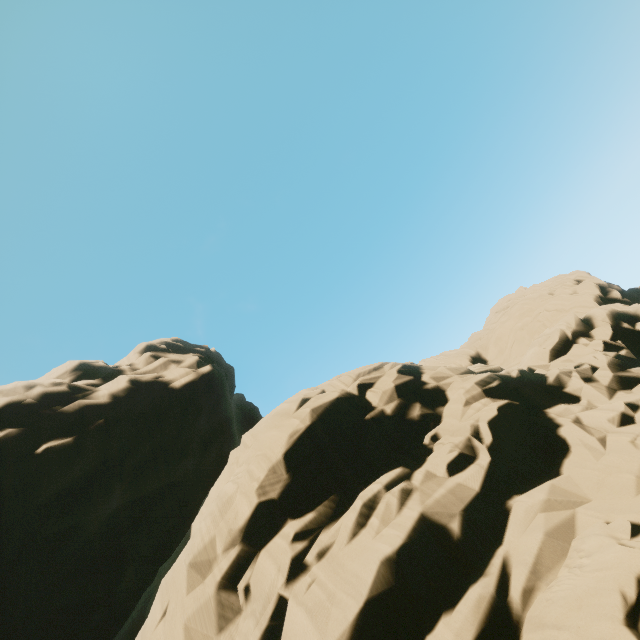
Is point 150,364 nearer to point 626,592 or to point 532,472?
point 532,472
